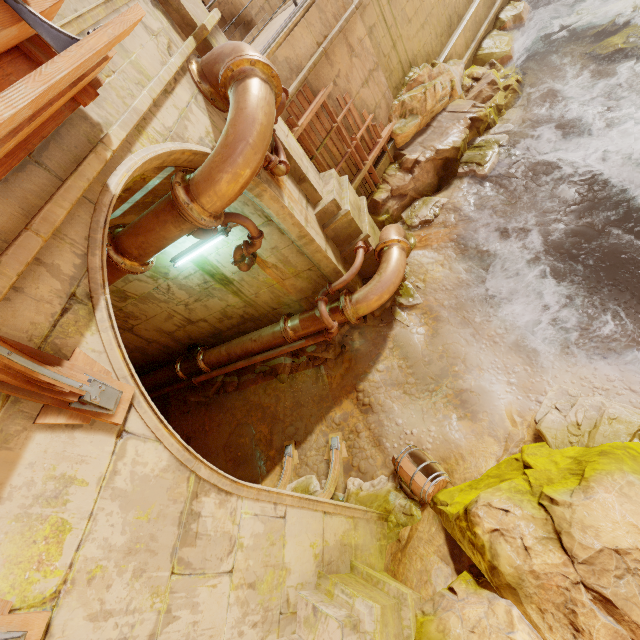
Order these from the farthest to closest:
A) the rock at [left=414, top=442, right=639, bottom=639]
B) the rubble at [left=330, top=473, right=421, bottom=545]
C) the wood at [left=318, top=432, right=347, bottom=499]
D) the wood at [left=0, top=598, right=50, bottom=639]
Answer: the wood at [left=318, top=432, right=347, bottom=499]
the rubble at [left=330, top=473, right=421, bottom=545]
the rock at [left=414, top=442, right=639, bottom=639]
the wood at [left=0, top=598, right=50, bottom=639]

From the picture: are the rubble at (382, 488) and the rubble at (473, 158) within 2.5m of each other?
no

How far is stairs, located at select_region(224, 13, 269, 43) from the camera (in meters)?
7.62

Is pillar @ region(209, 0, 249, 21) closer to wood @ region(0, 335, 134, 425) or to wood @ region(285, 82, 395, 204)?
wood @ region(285, 82, 395, 204)

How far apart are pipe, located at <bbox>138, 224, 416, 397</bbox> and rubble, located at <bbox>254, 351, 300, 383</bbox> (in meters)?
0.10

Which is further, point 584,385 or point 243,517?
point 584,385

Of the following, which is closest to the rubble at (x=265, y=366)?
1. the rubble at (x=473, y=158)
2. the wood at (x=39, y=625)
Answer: the rubble at (x=473, y=158)

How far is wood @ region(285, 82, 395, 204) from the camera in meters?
6.4
